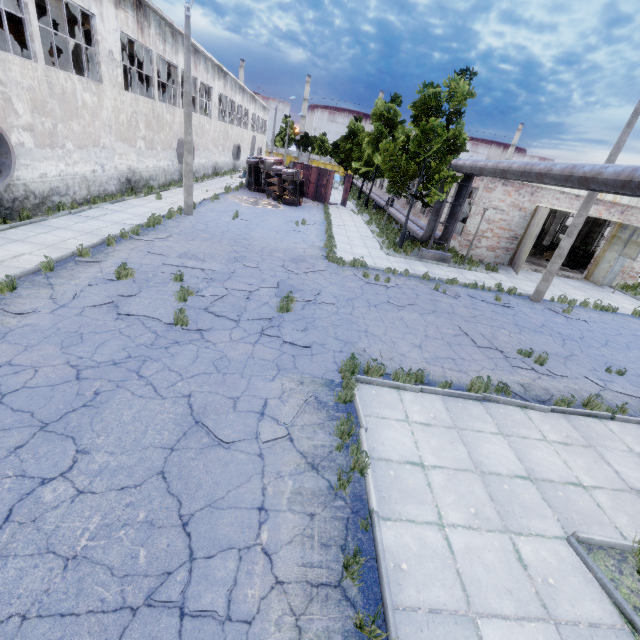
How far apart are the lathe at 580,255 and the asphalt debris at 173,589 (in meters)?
29.15

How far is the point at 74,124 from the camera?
14.5m

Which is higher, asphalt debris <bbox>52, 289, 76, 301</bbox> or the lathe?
the lathe

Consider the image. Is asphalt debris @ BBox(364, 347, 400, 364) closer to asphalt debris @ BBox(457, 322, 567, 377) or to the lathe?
asphalt debris @ BBox(457, 322, 567, 377)

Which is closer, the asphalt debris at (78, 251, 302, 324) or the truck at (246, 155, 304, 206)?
the asphalt debris at (78, 251, 302, 324)

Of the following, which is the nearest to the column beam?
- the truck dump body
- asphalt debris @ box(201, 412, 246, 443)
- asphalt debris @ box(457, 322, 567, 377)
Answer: the truck dump body

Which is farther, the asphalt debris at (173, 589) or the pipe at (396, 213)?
the pipe at (396, 213)

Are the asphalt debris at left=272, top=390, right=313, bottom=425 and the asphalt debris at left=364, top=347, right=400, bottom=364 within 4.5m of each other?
yes
